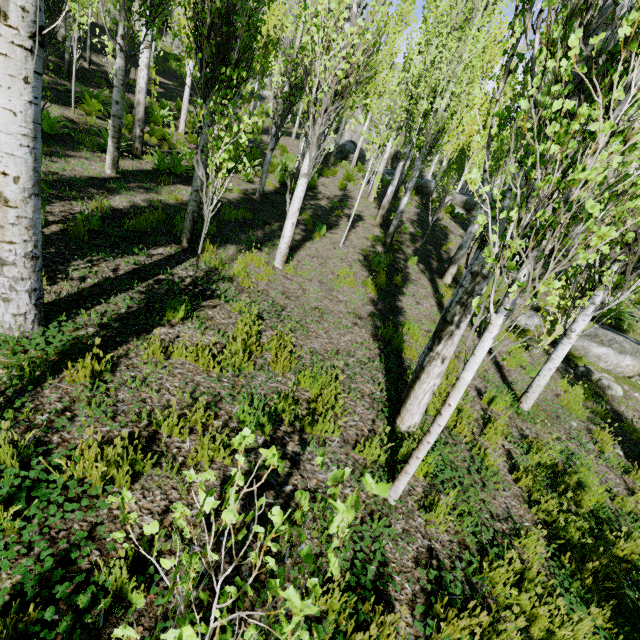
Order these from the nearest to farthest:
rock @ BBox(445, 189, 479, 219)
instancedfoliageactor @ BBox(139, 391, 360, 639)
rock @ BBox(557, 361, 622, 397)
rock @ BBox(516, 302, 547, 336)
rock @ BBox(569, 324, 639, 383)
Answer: instancedfoliageactor @ BBox(139, 391, 360, 639) → rock @ BBox(557, 361, 622, 397) → rock @ BBox(569, 324, 639, 383) → rock @ BBox(516, 302, 547, 336) → rock @ BBox(445, 189, 479, 219)

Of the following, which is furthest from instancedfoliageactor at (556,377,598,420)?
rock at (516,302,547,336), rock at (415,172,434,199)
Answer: rock at (516,302,547,336)

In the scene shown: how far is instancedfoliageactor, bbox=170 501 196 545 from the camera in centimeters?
101cm

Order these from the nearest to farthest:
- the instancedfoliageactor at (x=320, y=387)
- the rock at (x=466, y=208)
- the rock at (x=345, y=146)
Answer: the instancedfoliageactor at (x=320, y=387), the rock at (x=466, y=208), the rock at (x=345, y=146)

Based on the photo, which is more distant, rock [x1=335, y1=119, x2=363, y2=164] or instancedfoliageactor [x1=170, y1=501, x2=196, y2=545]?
rock [x1=335, y1=119, x2=363, y2=164]

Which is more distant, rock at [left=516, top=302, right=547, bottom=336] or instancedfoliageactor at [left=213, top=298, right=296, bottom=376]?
rock at [left=516, top=302, right=547, bottom=336]

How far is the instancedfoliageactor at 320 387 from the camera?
3.29m

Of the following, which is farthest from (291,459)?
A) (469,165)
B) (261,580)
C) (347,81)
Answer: (469,165)
